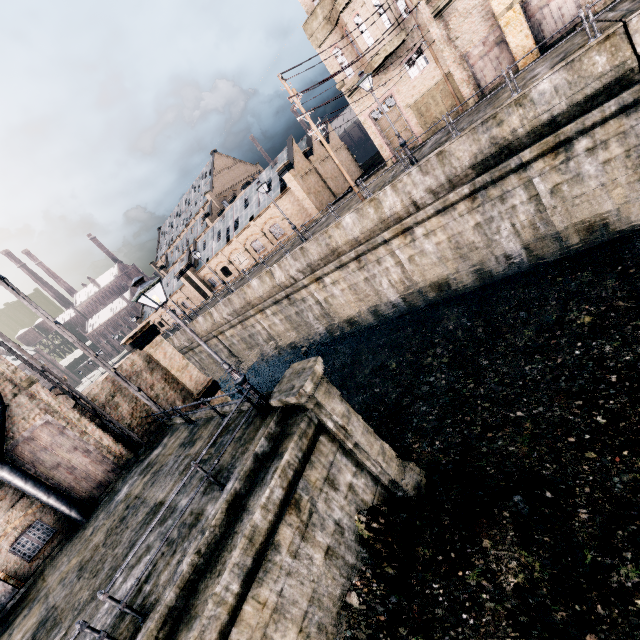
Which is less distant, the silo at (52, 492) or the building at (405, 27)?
the silo at (52, 492)

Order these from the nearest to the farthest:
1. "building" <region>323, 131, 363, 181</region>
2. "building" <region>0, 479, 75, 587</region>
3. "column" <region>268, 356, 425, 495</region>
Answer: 1. "column" <region>268, 356, 425, 495</region>
2. "building" <region>0, 479, 75, 587</region>
3. "building" <region>323, 131, 363, 181</region>

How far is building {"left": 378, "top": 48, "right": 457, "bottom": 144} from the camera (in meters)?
23.98

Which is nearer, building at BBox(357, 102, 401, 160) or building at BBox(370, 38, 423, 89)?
building at BBox(370, 38, 423, 89)

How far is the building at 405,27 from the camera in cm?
2273

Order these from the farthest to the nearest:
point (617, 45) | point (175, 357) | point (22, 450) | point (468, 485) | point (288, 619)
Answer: → point (175, 357), point (22, 450), point (617, 45), point (468, 485), point (288, 619)

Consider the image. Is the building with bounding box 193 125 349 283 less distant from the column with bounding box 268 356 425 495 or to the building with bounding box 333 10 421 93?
the building with bounding box 333 10 421 93
